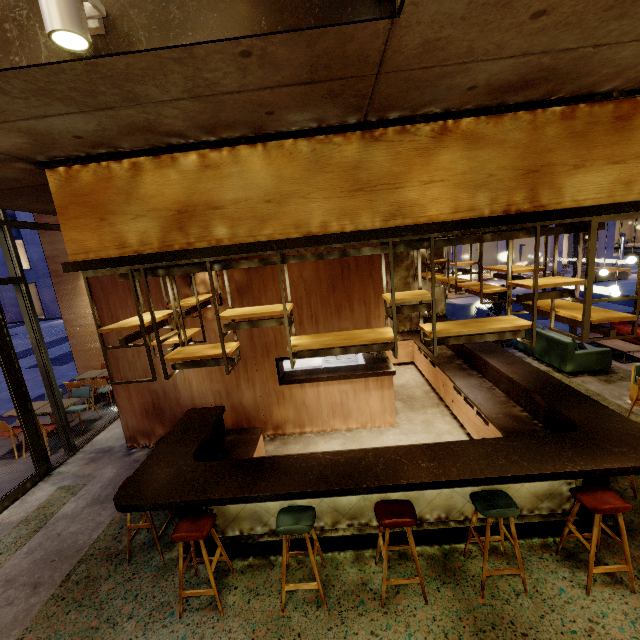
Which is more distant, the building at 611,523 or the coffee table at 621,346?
the coffee table at 621,346

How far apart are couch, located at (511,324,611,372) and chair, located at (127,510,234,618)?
8.1 meters

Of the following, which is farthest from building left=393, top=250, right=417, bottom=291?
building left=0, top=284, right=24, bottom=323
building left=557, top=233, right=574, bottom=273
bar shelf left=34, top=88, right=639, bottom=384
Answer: building left=0, top=284, right=24, bottom=323

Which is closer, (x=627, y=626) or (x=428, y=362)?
(x=627, y=626)

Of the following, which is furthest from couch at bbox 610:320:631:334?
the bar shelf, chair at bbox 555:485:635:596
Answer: chair at bbox 555:485:635:596

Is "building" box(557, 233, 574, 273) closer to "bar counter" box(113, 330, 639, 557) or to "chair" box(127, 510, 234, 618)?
"bar counter" box(113, 330, 639, 557)

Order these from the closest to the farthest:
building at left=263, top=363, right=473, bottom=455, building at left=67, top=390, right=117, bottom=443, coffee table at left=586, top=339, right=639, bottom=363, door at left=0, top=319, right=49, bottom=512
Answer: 1. door at left=0, top=319, right=49, bottom=512
2. building at left=263, top=363, right=473, bottom=455
3. building at left=67, top=390, right=117, bottom=443
4. coffee table at left=586, top=339, right=639, bottom=363

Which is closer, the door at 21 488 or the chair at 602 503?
the chair at 602 503
